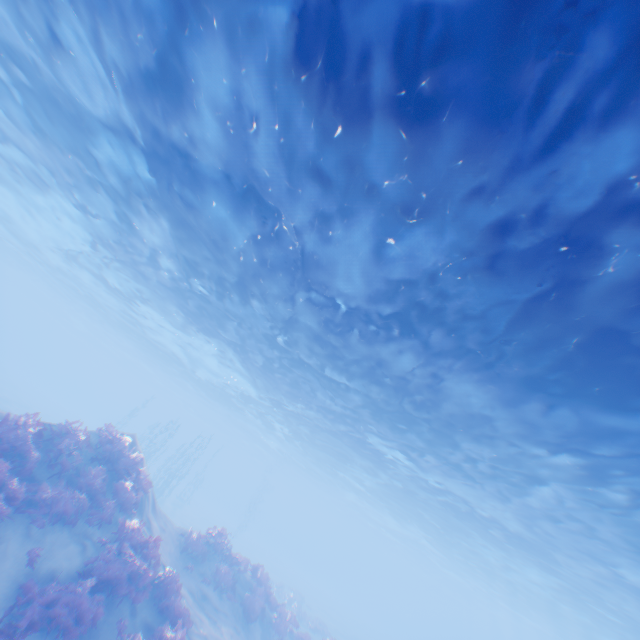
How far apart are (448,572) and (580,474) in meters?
54.6
